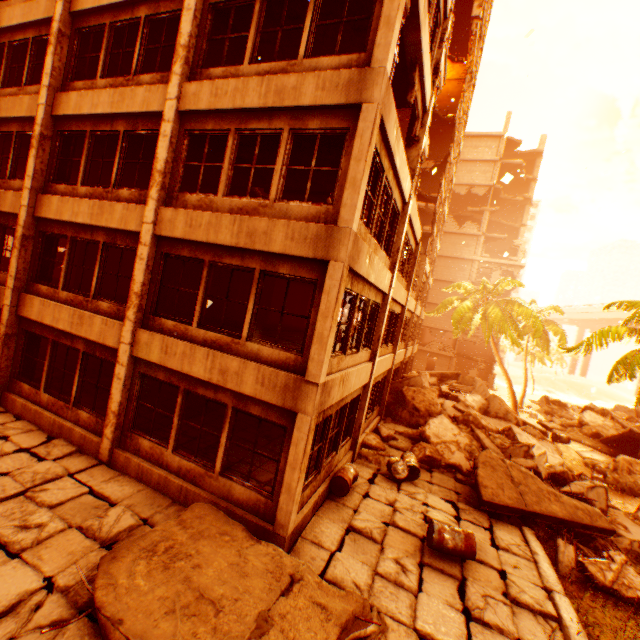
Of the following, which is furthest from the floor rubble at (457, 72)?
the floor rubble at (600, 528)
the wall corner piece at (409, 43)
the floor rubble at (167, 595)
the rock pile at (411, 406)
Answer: the floor rubble at (167, 595)

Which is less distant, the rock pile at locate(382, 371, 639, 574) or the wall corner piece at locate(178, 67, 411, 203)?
the wall corner piece at locate(178, 67, 411, 203)

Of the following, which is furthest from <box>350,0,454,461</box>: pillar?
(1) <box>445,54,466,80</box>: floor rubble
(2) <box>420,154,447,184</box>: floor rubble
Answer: (2) <box>420,154,447,184</box>: floor rubble

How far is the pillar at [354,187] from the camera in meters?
6.0 m

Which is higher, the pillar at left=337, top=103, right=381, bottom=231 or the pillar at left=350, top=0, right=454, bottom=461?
the pillar at left=350, top=0, right=454, bottom=461

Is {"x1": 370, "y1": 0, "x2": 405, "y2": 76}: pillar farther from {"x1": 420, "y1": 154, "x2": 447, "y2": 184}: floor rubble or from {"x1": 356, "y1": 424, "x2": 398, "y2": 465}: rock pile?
{"x1": 420, "y1": 154, "x2": 447, "y2": 184}: floor rubble

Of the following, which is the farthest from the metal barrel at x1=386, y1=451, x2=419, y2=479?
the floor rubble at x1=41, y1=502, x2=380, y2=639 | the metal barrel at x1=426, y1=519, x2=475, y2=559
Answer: the floor rubble at x1=41, y1=502, x2=380, y2=639

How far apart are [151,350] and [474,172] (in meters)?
45.02
